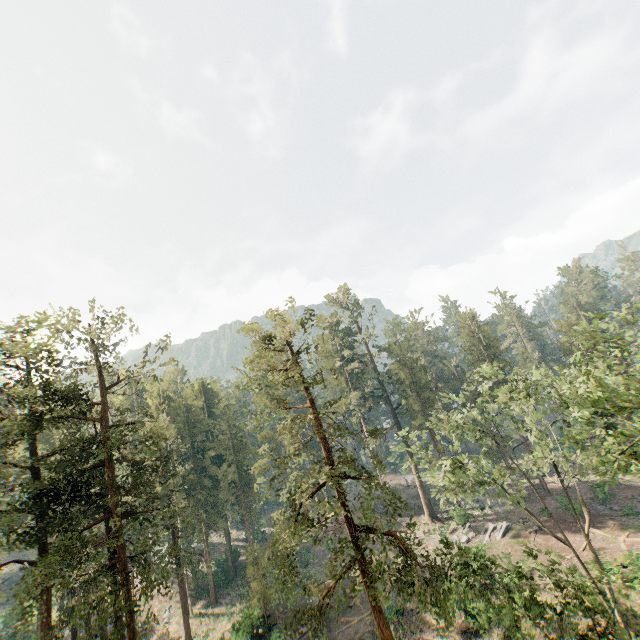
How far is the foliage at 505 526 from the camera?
18.5m

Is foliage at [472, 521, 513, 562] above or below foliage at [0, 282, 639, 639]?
below

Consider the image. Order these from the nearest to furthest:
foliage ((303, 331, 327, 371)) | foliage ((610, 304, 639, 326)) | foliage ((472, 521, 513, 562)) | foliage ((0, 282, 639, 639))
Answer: foliage ((610, 304, 639, 326)), foliage ((0, 282, 639, 639)), foliage ((472, 521, 513, 562)), foliage ((303, 331, 327, 371))

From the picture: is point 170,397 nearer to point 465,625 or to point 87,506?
point 87,506

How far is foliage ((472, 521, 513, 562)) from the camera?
18.5m

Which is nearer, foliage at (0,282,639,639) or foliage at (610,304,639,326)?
foliage at (610,304,639,326)
